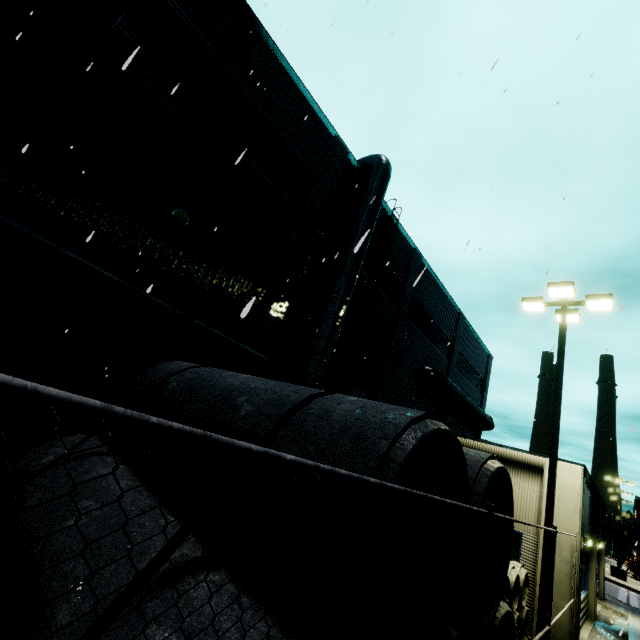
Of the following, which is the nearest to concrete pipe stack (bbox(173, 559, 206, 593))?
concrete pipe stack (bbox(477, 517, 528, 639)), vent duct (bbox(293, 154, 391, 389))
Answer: concrete pipe stack (bbox(477, 517, 528, 639))

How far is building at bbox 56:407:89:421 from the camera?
7.2 meters

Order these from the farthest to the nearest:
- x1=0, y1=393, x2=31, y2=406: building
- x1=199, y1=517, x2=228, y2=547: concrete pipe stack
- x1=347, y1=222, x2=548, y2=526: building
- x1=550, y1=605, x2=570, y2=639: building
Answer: x1=347, y1=222, x2=548, y2=526: building
x1=550, y1=605, x2=570, y2=639: building
x1=0, y1=393, x2=31, y2=406: building
x1=199, y1=517, x2=228, y2=547: concrete pipe stack

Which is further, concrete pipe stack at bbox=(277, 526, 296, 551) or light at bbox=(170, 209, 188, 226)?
light at bbox=(170, 209, 188, 226)

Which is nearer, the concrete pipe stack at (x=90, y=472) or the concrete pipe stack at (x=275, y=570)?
the concrete pipe stack at (x=275, y=570)

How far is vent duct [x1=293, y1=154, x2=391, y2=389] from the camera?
11.1m

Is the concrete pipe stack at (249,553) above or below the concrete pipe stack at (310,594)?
below

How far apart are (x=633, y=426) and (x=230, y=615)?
5.2m
